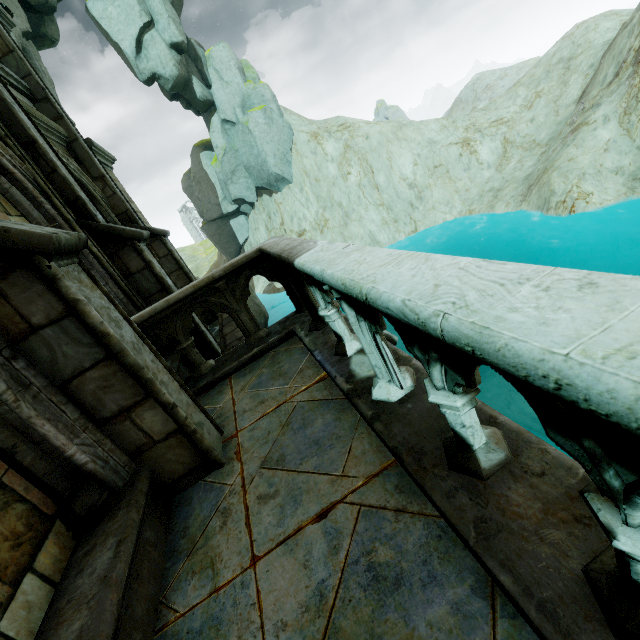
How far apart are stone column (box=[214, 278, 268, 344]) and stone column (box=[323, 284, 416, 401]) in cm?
272

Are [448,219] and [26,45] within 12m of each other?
no

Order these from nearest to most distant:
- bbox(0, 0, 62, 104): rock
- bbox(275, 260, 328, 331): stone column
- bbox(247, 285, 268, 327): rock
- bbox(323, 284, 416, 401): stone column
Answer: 1. bbox(323, 284, 416, 401): stone column
2. bbox(275, 260, 328, 331): stone column
3. bbox(0, 0, 62, 104): rock
4. bbox(247, 285, 268, 327): rock

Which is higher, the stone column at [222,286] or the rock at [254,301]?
the stone column at [222,286]

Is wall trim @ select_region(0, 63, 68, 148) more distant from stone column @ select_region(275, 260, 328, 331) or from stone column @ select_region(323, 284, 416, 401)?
stone column @ select_region(323, 284, 416, 401)

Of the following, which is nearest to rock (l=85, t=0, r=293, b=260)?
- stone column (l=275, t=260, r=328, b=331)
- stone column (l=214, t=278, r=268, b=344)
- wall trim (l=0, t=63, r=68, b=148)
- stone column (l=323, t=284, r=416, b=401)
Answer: wall trim (l=0, t=63, r=68, b=148)

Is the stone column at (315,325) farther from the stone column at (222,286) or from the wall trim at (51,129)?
the wall trim at (51,129)

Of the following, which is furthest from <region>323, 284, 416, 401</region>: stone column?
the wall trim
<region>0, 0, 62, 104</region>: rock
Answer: <region>0, 0, 62, 104</region>: rock
